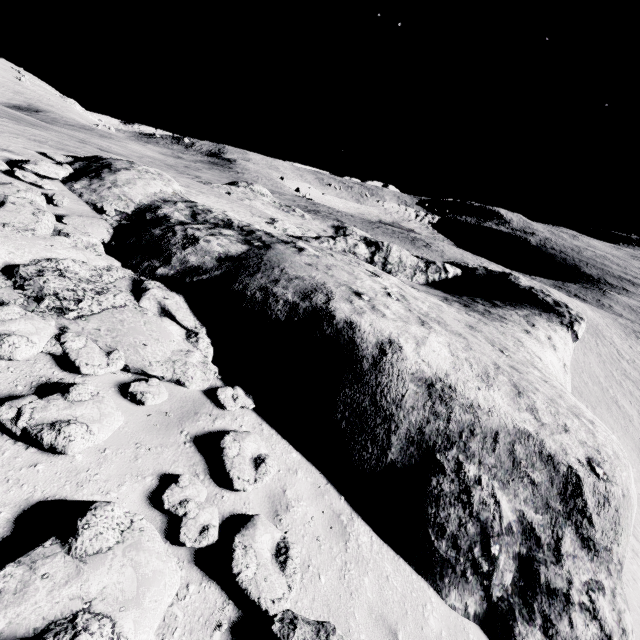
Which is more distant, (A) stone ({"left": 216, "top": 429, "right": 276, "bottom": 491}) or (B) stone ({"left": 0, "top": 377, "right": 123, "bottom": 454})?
(A) stone ({"left": 216, "top": 429, "right": 276, "bottom": 491})

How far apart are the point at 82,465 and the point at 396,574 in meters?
4.7

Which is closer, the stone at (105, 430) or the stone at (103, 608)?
the stone at (103, 608)

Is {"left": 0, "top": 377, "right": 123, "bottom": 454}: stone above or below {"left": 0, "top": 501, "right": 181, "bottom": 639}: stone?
above

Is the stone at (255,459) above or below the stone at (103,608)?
below

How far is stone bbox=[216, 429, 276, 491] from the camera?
4.5 meters

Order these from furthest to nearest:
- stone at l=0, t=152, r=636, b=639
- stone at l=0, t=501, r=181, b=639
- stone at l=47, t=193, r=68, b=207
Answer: stone at l=47, t=193, r=68, b=207, stone at l=0, t=152, r=636, b=639, stone at l=0, t=501, r=181, b=639
